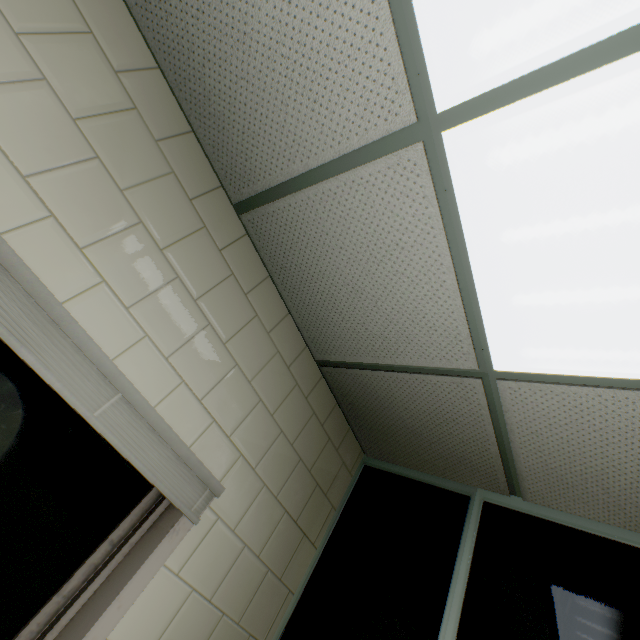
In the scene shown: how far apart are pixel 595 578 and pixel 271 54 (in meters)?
2.49
